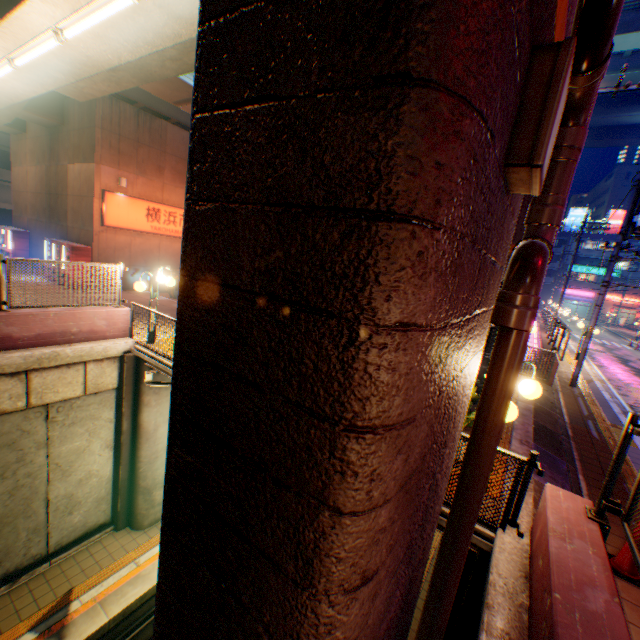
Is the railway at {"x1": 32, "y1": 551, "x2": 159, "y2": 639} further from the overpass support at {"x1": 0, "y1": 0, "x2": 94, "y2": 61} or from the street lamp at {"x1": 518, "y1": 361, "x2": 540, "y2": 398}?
the street lamp at {"x1": 518, "y1": 361, "x2": 540, "y2": 398}

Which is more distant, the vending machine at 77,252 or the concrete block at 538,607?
the vending machine at 77,252

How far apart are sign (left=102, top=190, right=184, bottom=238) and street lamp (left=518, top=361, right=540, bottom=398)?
17.11m

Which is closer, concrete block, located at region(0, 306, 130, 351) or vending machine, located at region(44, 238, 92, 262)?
concrete block, located at region(0, 306, 130, 351)

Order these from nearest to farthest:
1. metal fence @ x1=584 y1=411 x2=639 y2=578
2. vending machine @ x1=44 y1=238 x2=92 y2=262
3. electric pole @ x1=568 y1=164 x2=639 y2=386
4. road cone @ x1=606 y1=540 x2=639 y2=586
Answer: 1. metal fence @ x1=584 y1=411 x2=639 y2=578
2. road cone @ x1=606 y1=540 x2=639 y2=586
3. electric pole @ x1=568 y1=164 x2=639 y2=386
4. vending machine @ x1=44 y1=238 x2=92 y2=262

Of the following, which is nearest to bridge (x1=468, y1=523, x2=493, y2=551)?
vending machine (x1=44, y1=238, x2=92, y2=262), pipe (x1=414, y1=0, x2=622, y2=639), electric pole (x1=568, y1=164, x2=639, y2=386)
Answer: pipe (x1=414, y1=0, x2=622, y2=639)

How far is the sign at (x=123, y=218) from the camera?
15.2 meters

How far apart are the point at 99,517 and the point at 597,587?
12.3m
